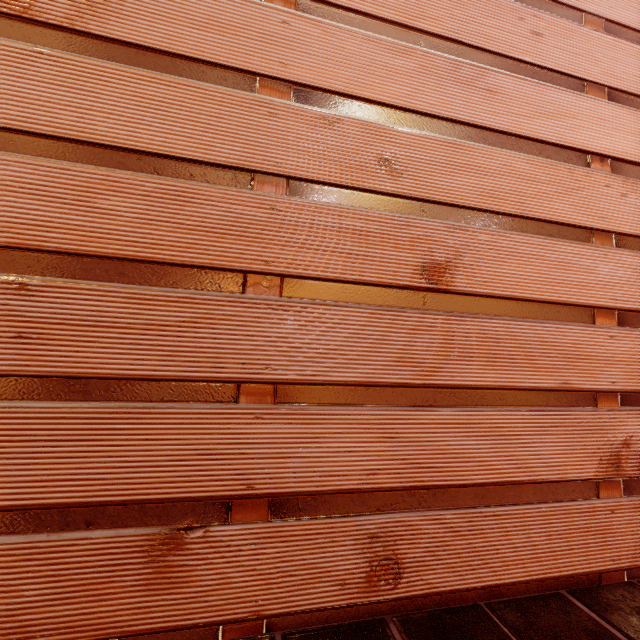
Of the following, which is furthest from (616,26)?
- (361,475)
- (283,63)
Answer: (361,475)
